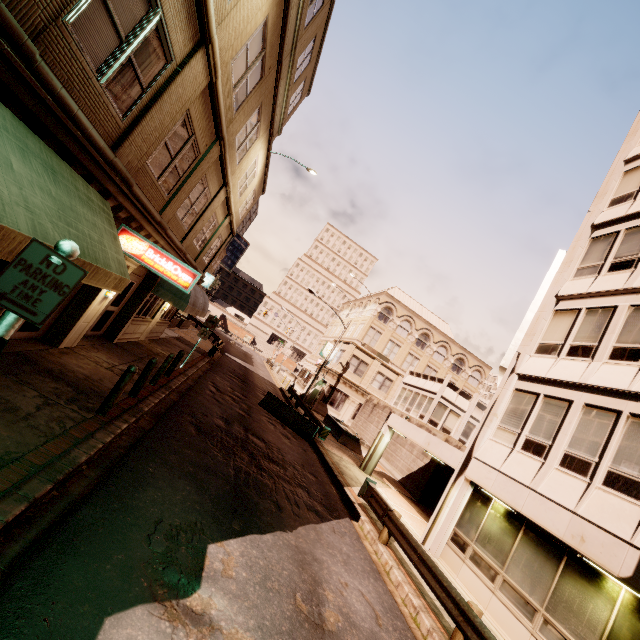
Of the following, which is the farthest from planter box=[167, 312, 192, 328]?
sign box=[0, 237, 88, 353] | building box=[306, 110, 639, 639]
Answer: sign box=[0, 237, 88, 353]

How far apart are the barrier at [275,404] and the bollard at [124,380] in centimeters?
1216cm

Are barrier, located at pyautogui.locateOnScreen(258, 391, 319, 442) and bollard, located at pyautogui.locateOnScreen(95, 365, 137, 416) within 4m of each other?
no

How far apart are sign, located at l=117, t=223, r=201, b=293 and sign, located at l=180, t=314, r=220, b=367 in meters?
7.8

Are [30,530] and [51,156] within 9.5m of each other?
yes

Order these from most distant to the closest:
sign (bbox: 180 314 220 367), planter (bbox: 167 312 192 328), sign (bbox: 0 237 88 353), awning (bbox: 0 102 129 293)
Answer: planter (bbox: 167 312 192 328), sign (bbox: 180 314 220 367), awning (bbox: 0 102 129 293), sign (bbox: 0 237 88 353)

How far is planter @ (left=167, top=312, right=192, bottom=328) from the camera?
26.9 meters

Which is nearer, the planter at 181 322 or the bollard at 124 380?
the bollard at 124 380
